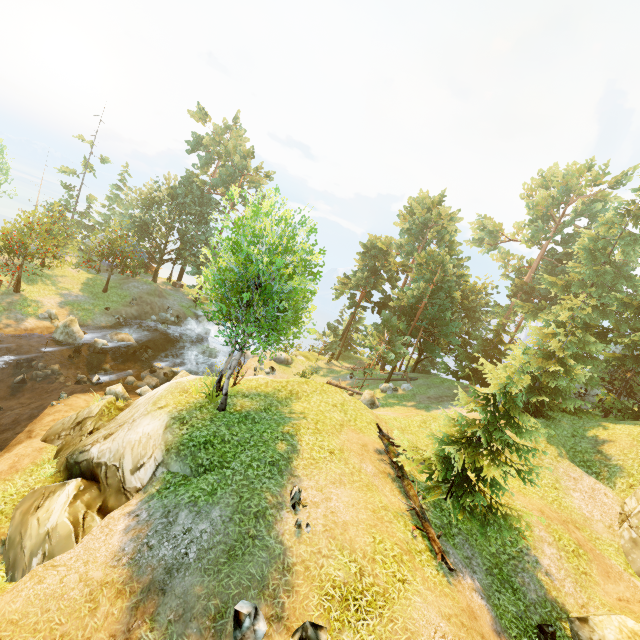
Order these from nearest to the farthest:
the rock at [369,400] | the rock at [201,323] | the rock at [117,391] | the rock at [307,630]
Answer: the rock at [307,630], the rock at [117,391], the rock at [369,400], the rock at [201,323]

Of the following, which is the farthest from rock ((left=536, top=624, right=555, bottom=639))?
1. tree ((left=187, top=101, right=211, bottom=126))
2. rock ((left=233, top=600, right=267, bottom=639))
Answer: tree ((left=187, top=101, right=211, bottom=126))

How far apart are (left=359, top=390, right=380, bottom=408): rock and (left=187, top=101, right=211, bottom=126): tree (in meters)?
40.67

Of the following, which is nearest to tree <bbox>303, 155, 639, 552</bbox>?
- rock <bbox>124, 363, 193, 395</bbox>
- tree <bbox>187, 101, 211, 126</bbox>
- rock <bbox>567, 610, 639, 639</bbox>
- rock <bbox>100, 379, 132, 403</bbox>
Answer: rock <bbox>567, 610, 639, 639</bbox>

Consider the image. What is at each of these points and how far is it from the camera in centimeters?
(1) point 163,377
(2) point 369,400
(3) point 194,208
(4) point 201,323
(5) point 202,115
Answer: (1) rock, 2684cm
(2) rock, 2525cm
(3) tree, 4147cm
(4) rock, 4144cm
(5) tree, 4247cm

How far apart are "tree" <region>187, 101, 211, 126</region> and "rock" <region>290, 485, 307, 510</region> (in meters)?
47.33

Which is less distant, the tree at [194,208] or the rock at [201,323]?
the tree at [194,208]

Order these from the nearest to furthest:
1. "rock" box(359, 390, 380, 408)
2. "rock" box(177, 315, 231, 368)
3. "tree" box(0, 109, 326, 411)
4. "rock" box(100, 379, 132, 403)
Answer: "tree" box(0, 109, 326, 411) < "rock" box(100, 379, 132, 403) < "rock" box(359, 390, 380, 408) < "rock" box(177, 315, 231, 368)
